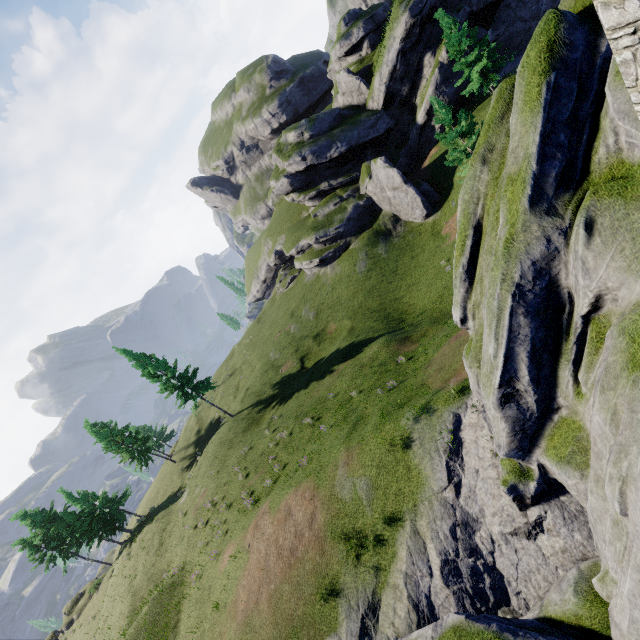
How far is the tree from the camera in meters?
28.7 m

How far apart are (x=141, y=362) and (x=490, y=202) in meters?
36.9

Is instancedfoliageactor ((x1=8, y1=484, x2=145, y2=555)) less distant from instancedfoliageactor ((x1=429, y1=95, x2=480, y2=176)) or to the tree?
instancedfoliageactor ((x1=429, y1=95, x2=480, y2=176))

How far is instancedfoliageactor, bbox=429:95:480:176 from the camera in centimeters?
2284cm

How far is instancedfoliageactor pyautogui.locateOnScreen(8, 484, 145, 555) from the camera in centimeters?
3912cm

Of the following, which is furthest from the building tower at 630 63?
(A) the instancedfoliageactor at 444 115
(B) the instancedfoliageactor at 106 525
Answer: (B) the instancedfoliageactor at 106 525

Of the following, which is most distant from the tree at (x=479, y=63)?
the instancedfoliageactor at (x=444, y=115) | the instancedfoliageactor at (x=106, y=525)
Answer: the instancedfoliageactor at (x=106, y=525)

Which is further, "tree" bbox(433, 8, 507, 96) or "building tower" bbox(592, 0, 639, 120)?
"tree" bbox(433, 8, 507, 96)
